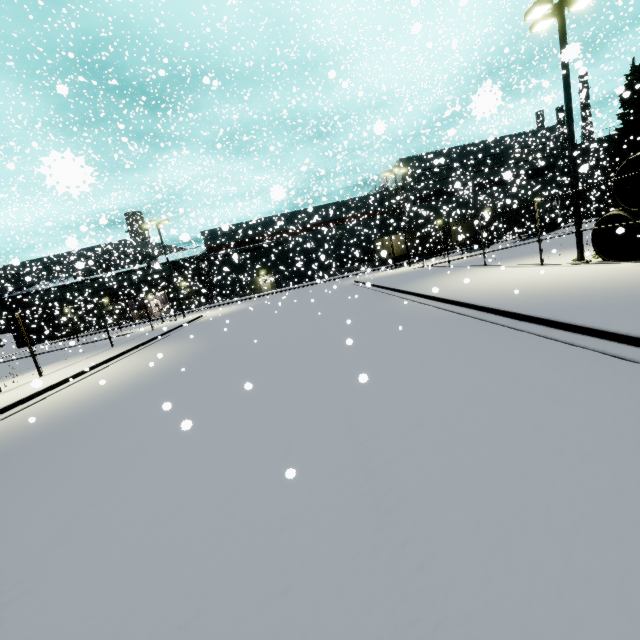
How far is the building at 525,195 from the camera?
38.6 meters

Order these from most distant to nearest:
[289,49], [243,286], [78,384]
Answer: [289,49], [243,286], [78,384]

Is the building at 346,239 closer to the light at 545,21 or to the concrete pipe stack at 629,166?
the concrete pipe stack at 629,166

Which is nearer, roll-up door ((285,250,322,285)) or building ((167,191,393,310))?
roll-up door ((285,250,322,285))

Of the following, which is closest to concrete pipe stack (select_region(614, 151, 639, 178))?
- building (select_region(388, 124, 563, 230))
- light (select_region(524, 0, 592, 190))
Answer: light (select_region(524, 0, 592, 190))

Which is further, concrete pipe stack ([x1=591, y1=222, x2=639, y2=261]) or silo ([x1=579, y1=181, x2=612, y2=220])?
silo ([x1=579, y1=181, x2=612, y2=220])

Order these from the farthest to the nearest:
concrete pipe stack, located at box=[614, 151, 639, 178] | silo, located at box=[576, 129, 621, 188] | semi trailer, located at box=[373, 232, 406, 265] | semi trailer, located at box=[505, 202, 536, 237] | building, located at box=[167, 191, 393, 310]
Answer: building, located at box=[167, 191, 393, 310] < semi trailer, located at box=[505, 202, 536, 237] < silo, located at box=[576, 129, 621, 188] < semi trailer, located at box=[373, 232, 406, 265] < concrete pipe stack, located at box=[614, 151, 639, 178]

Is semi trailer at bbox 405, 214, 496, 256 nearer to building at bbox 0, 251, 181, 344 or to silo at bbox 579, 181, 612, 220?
silo at bbox 579, 181, 612, 220
